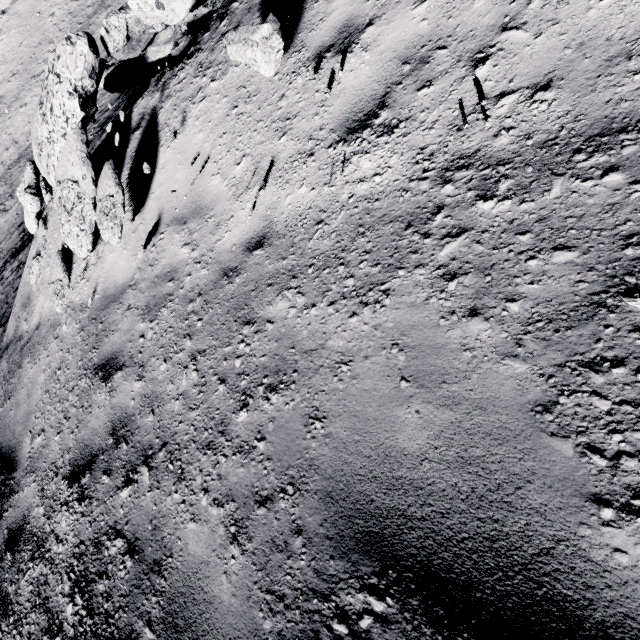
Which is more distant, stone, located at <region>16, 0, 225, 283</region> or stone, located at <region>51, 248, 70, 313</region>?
stone, located at <region>51, 248, 70, 313</region>

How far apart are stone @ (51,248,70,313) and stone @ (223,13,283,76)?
4.34m

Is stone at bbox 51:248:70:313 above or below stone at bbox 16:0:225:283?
below

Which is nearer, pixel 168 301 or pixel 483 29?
pixel 483 29

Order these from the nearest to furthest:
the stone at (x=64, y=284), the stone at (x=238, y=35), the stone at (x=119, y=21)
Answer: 1. the stone at (x=238, y=35)
2. the stone at (x=119, y=21)
3. the stone at (x=64, y=284)

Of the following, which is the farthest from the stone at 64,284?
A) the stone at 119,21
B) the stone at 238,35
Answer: the stone at 238,35

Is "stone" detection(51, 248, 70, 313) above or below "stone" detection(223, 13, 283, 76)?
below

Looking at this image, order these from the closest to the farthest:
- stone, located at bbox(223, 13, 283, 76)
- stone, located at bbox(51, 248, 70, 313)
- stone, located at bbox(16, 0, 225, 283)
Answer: stone, located at bbox(223, 13, 283, 76)
stone, located at bbox(16, 0, 225, 283)
stone, located at bbox(51, 248, 70, 313)
